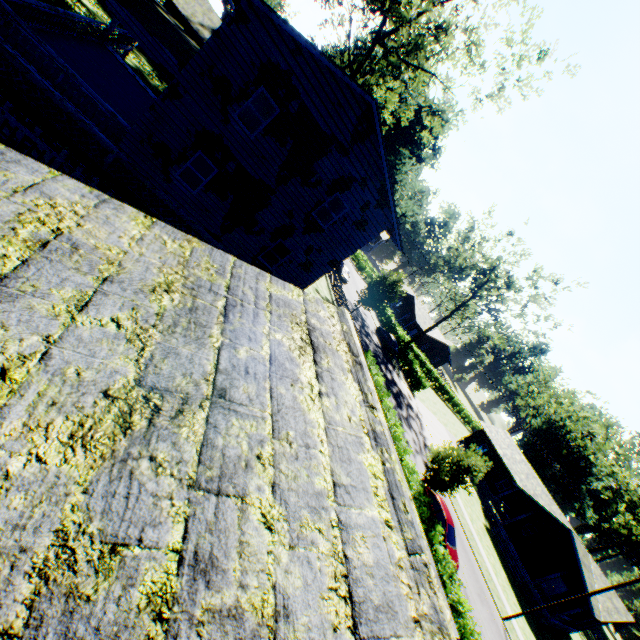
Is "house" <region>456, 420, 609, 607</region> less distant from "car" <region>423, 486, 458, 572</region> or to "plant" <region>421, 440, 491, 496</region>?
"plant" <region>421, 440, 491, 496</region>

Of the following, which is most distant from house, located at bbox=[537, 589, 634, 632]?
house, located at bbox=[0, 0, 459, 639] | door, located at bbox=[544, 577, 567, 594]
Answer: house, located at bbox=[0, 0, 459, 639]

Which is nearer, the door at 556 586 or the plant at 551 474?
the door at 556 586

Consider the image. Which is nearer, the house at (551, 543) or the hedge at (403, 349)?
the house at (551, 543)

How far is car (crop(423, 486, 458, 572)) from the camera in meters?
18.0

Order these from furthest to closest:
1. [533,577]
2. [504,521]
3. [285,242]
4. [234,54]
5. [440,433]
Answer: [440,433] < [504,521] < [533,577] < [285,242] < [234,54]

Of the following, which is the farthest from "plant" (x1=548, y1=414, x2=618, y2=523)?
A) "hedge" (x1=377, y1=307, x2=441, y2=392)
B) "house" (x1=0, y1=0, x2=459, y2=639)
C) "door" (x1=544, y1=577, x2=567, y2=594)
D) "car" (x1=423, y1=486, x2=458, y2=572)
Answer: "door" (x1=544, y1=577, x2=567, y2=594)

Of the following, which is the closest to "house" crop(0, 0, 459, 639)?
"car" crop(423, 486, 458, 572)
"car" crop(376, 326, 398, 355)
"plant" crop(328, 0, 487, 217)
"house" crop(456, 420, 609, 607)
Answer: "plant" crop(328, 0, 487, 217)
